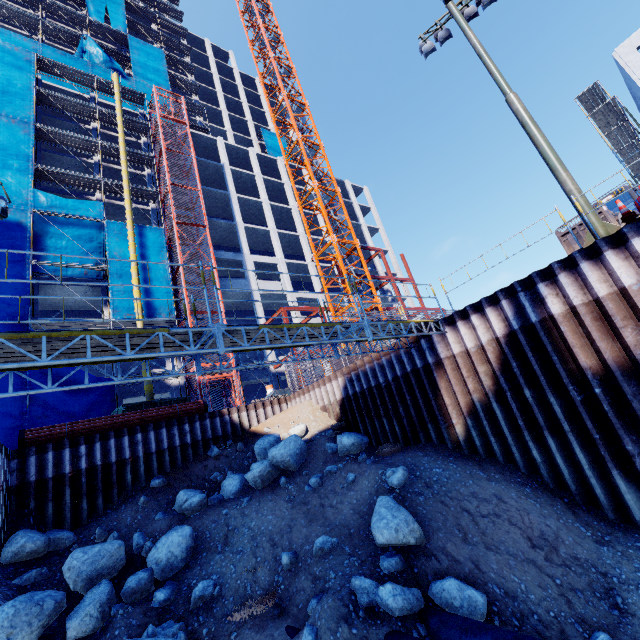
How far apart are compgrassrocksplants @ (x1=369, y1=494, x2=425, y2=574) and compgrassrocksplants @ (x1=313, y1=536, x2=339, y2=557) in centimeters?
79cm

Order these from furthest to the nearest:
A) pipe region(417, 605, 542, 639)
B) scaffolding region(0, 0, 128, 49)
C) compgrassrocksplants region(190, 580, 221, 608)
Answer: scaffolding region(0, 0, 128, 49)
compgrassrocksplants region(190, 580, 221, 608)
pipe region(417, 605, 542, 639)

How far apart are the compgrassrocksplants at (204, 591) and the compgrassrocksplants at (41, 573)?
5.0 meters

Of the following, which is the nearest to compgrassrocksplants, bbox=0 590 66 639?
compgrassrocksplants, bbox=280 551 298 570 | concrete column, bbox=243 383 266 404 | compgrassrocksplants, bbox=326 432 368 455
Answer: compgrassrocksplants, bbox=280 551 298 570

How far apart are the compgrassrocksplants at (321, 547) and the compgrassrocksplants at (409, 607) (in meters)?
0.79

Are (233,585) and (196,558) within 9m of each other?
yes

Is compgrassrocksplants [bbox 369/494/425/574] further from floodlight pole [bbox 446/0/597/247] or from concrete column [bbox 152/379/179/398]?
concrete column [bbox 152/379/179/398]

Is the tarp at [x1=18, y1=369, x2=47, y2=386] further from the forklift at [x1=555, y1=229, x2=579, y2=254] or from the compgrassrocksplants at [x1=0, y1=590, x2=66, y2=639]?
the forklift at [x1=555, y1=229, x2=579, y2=254]
